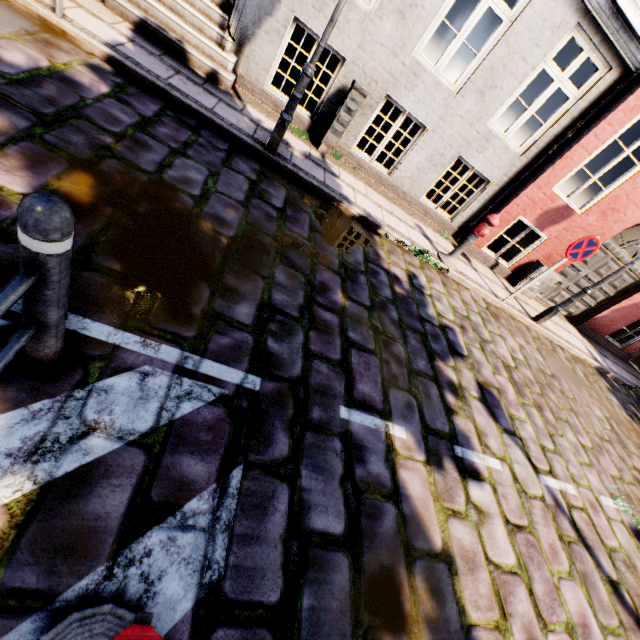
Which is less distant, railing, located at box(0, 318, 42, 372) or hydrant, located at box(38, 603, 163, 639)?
hydrant, located at box(38, 603, 163, 639)

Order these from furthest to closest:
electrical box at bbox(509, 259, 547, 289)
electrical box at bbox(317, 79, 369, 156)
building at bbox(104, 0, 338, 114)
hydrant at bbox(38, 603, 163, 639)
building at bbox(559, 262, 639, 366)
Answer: building at bbox(559, 262, 639, 366) < electrical box at bbox(509, 259, 547, 289) < electrical box at bbox(317, 79, 369, 156) < building at bbox(104, 0, 338, 114) < hydrant at bbox(38, 603, 163, 639)

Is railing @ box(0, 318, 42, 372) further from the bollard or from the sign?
the sign

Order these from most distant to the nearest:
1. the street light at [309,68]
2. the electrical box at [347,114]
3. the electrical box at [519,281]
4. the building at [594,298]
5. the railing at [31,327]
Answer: the building at [594,298] → the electrical box at [519,281] → the electrical box at [347,114] → the street light at [309,68] → the railing at [31,327]

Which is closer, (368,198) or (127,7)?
(127,7)

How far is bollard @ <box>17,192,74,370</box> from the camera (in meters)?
1.13

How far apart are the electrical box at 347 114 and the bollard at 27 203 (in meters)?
5.80

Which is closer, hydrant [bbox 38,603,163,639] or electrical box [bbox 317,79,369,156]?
hydrant [bbox 38,603,163,639]
